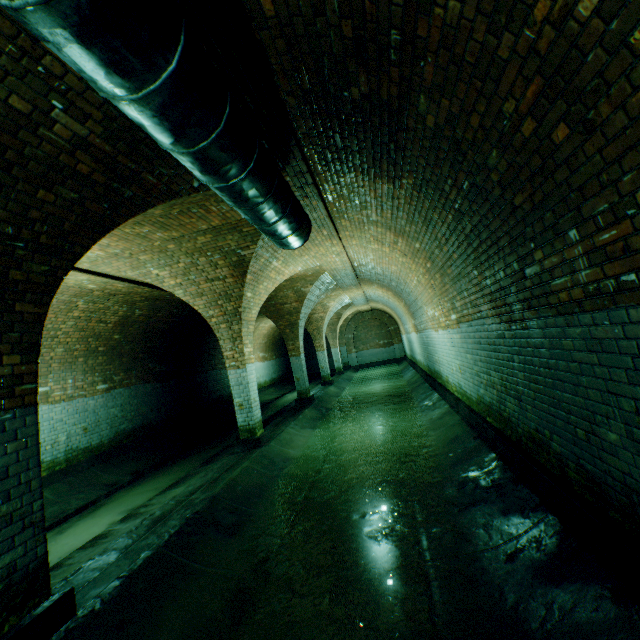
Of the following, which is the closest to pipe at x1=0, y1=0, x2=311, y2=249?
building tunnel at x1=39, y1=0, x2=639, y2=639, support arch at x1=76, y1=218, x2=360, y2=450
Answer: building tunnel at x1=39, y1=0, x2=639, y2=639

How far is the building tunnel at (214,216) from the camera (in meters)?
5.02

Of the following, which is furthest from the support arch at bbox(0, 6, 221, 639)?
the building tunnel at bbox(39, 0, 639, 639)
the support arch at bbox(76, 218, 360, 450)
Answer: the support arch at bbox(76, 218, 360, 450)

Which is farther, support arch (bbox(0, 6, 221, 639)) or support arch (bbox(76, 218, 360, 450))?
support arch (bbox(76, 218, 360, 450))

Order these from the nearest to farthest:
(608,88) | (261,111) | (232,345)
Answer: (608,88), (261,111), (232,345)

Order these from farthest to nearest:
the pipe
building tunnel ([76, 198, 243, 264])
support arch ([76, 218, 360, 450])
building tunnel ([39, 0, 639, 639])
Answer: support arch ([76, 218, 360, 450]), building tunnel ([76, 198, 243, 264]), building tunnel ([39, 0, 639, 639]), the pipe

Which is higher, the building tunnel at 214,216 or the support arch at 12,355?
the building tunnel at 214,216

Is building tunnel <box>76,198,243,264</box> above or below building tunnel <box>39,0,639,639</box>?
above
